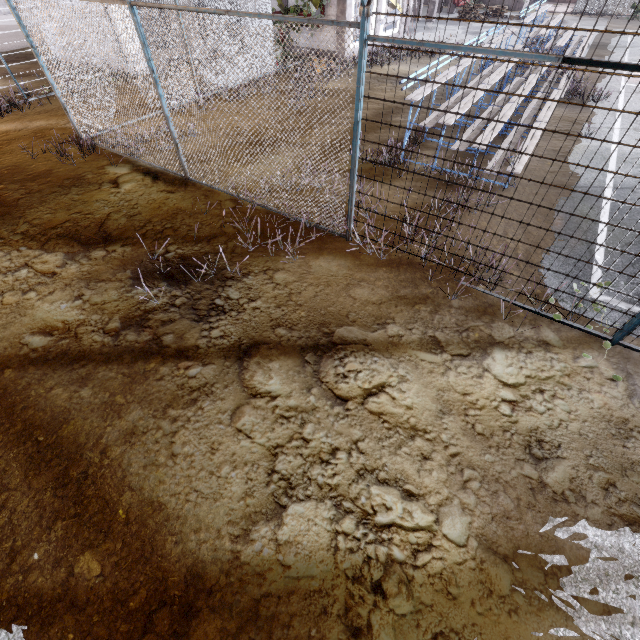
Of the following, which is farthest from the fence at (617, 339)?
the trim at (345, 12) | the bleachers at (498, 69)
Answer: the bleachers at (498, 69)

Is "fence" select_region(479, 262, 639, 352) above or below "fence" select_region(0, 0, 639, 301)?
below

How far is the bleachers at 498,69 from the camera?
8.3 meters

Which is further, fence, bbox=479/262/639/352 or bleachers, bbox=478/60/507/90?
bleachers, bbox=478/60/507/90

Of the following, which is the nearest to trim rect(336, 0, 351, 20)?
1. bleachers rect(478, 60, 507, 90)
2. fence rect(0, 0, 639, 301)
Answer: fence rect(0, 0, 639, 301)

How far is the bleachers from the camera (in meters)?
8.33

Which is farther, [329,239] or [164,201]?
[164,201]
